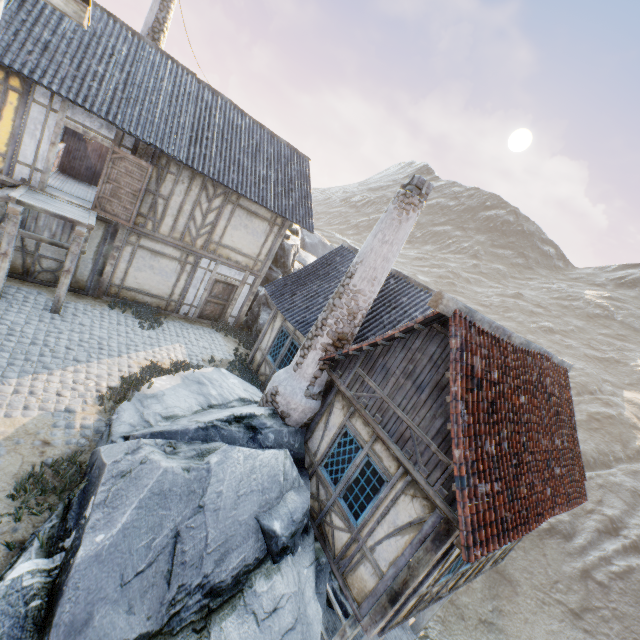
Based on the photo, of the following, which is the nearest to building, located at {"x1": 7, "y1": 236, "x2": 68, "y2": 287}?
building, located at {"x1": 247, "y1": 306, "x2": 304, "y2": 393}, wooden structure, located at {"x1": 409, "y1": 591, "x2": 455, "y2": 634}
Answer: building, located at {"x1": 247, "y1": 306, "x2": 304, "y2": 393}

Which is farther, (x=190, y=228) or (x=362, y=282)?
(x=190, y=228)

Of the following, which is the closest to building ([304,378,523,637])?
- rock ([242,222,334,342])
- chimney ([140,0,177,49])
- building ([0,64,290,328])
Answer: building ([0,64,290,328])

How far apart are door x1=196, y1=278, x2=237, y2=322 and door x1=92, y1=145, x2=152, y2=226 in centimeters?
359cm

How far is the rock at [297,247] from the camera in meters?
15.9

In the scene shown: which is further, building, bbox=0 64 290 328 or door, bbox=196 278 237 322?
door, bbox=196 278 237 322

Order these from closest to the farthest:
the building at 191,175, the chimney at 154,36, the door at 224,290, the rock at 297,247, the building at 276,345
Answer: the building at 191,175, the building at 276,345, the chimney at 154,36, the door at 224,290, the rock at 297,247

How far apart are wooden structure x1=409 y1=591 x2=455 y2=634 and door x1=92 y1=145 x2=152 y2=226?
14.59m
